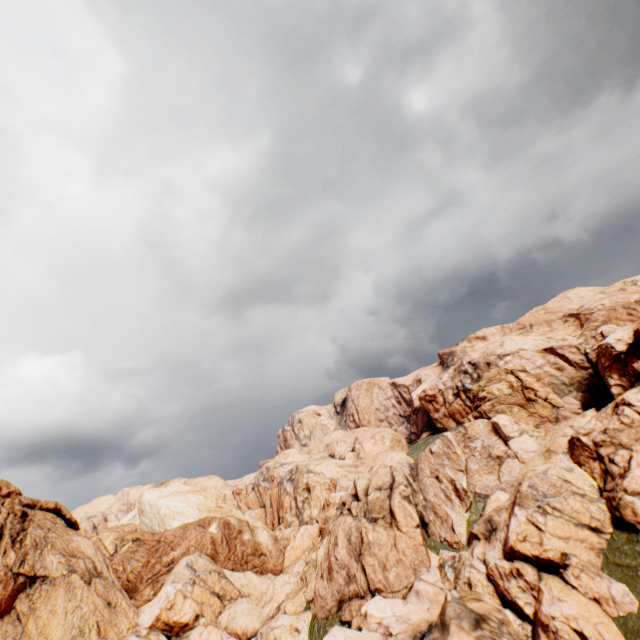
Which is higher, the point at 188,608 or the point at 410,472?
the point at 410,472
